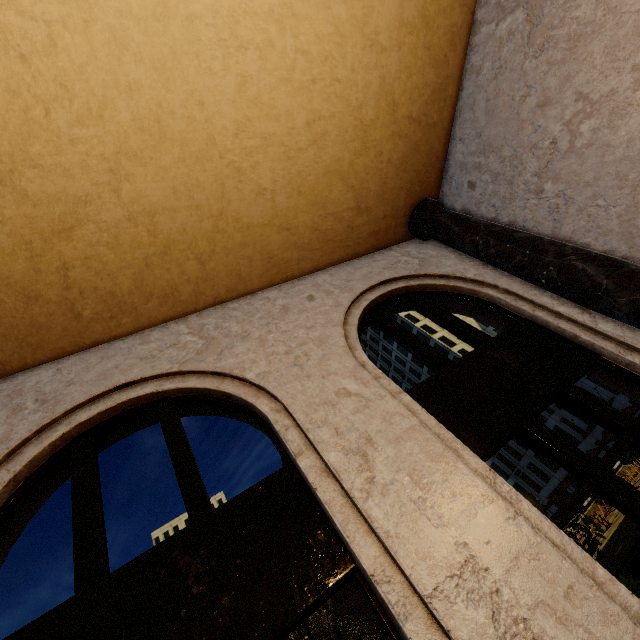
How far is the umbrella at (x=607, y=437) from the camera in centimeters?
2805cm

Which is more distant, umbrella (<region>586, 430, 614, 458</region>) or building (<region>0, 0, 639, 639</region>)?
umbrella (<region>586, 430, 614, 458</region>)

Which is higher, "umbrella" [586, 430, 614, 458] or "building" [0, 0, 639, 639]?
"building" [0, 0, 639, 639]

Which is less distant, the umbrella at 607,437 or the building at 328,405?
the building at 328,405

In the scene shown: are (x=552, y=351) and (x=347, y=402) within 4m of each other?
yes

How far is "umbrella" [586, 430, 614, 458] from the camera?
28.05m
